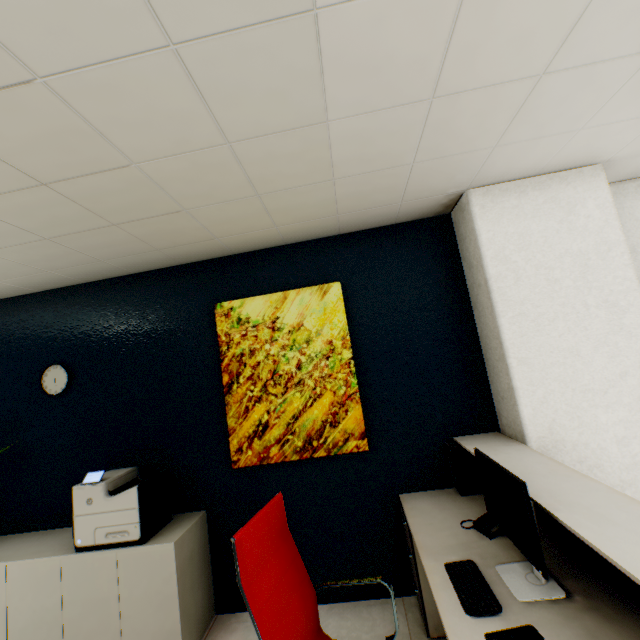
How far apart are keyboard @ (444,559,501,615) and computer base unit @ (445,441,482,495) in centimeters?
84cm

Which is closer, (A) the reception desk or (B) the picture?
(A) the reception desk

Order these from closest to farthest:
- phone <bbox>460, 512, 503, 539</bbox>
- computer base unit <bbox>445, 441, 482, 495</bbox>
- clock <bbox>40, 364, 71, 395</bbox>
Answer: phone <bbox>460, 512, 503, 539</bbox> < computer base unit <bbox>445, 441, 482, 495</bbox> < clock <bbox>40, 364, 71, 395</bbox>

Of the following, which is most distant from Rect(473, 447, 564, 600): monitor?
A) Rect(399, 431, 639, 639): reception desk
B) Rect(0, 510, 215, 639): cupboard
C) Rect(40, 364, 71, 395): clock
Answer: Rect(40, 364, 71, 395): clock

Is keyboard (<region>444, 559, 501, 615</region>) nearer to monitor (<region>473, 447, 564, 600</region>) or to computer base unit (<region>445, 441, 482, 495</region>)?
monitor (<region>473, 447, 564, 600</region>)

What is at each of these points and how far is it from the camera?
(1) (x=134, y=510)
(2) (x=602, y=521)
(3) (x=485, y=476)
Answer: (1) printer, 2.3m
(2) reception desk, 1.2m
(3) monitor, 1.7m

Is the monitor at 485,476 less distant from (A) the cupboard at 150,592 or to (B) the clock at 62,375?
(A) the cupboard at 150,592

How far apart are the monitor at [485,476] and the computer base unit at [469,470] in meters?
0.7 m
